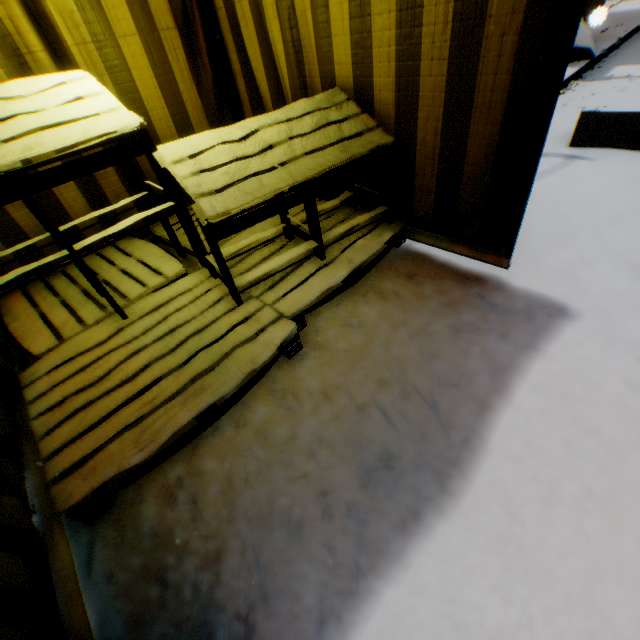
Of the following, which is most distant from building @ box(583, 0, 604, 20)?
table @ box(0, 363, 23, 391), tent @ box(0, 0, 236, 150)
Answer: table @ box(0, 363, 23, 391)

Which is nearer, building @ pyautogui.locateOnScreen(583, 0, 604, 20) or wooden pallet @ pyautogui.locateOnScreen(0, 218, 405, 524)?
wooden pallet @ pyautogui.locateOnScreen(0, 218, 405, 524)

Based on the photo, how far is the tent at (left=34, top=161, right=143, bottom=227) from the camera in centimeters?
248cm

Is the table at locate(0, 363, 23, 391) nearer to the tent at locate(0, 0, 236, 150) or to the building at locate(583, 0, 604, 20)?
the tent at locate(0, 0, 236, 150)

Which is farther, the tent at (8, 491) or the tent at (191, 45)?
the tent at (191, 45)

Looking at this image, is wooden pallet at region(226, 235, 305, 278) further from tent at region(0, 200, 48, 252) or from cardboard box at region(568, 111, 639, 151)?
cardboard box at region(568, 111, 639, 151)

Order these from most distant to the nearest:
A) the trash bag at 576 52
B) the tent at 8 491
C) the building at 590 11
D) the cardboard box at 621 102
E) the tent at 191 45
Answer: the trash bag at 576 52, the building at 590 11, the cardboard box at 621 102, the tent at 191 45, the tent at 8 491

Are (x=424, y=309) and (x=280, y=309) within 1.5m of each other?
yes
